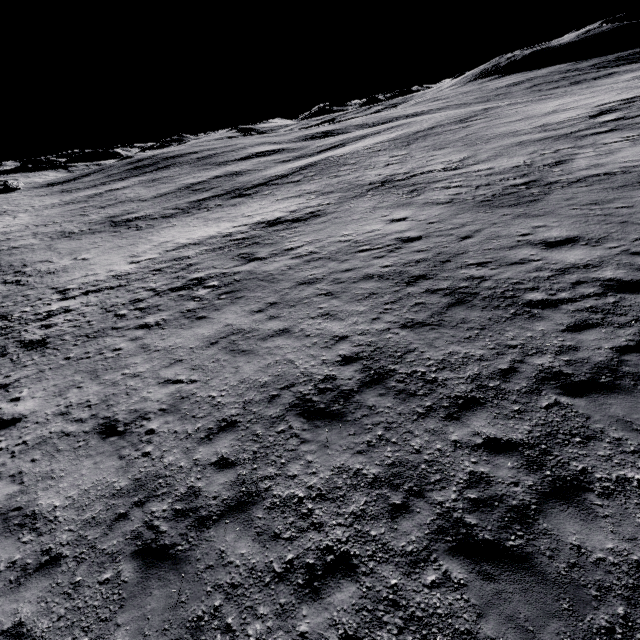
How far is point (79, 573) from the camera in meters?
6.1
